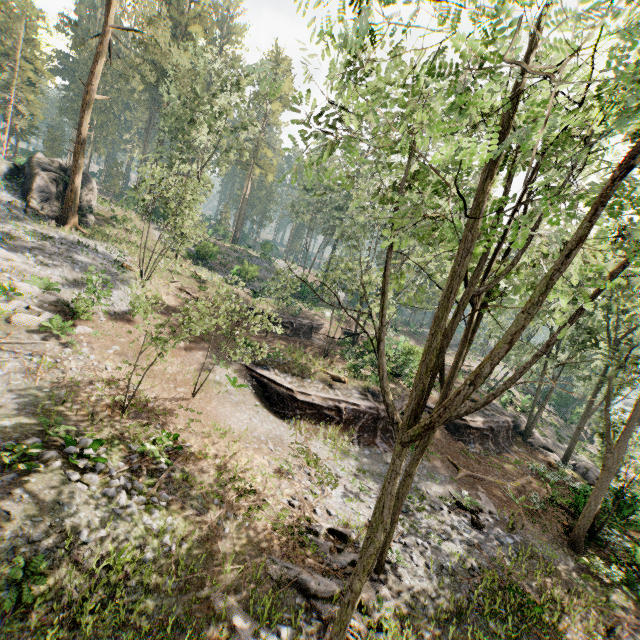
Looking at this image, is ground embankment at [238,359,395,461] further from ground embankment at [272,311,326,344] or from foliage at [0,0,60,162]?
ground embankment at [272,311,326,344]

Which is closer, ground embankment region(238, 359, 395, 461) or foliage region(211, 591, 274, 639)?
foliage region(211, 591, 274, 639)

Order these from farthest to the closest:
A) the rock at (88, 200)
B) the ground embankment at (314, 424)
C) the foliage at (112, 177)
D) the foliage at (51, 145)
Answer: the foliage at (112, 177) < the foliage at (51, 145) < the rock at (88, 200) < the ground embankment at (314, 424)

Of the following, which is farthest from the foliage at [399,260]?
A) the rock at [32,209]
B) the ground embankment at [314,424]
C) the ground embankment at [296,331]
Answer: the ground embankment at [296,331]

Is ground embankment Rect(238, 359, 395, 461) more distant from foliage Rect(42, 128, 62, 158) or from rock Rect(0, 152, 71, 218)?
rock Rect(0, 152, 71, 218)

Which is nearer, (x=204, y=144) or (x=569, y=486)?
(x=569, y=486)

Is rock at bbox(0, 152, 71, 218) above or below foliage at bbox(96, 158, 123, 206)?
below

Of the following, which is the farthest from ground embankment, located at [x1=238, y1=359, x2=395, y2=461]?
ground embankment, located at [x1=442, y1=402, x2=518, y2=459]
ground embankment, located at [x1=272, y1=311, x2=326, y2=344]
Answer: ground embankment, located at [x1=272, y1=311, x2=326, y2=344]
